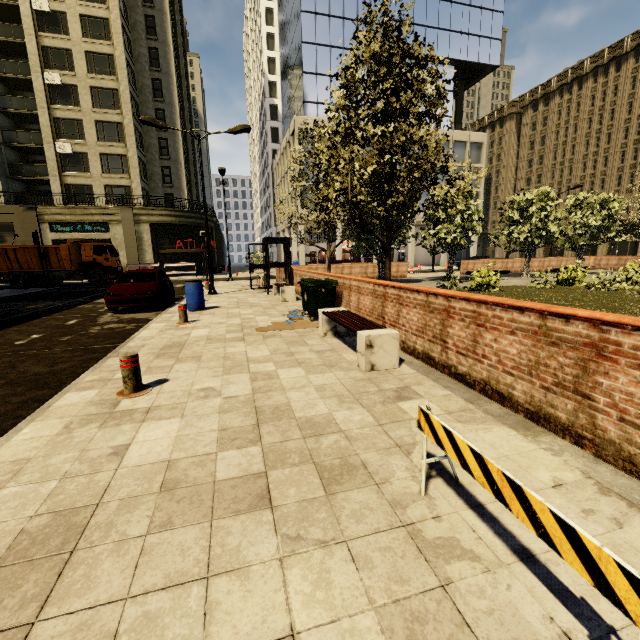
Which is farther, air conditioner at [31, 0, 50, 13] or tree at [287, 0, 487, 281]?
air conditioner at [31, 0, 50, 13]

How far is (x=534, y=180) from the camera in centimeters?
5616cm

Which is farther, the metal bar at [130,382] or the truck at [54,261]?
the truck at [54,261]

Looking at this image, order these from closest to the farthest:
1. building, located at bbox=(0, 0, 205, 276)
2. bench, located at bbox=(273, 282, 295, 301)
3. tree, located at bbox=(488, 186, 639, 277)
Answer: bench, located at bbox=(273, 282, 295, 301)
tree, located at bbox=(488, 186, 639, 277)
building, located at bbox=(0, 0, 205, 276)

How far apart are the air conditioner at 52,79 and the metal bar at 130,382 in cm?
4065

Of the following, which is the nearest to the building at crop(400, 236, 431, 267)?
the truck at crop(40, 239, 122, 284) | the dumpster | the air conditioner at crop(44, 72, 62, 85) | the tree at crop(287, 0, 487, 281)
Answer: the tree at crop(287, 0, 487, 281)

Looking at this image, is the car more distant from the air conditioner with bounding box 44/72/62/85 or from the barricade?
the air conditioner with bounding box 44/72/62/85

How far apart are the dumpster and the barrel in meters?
3.6 m
